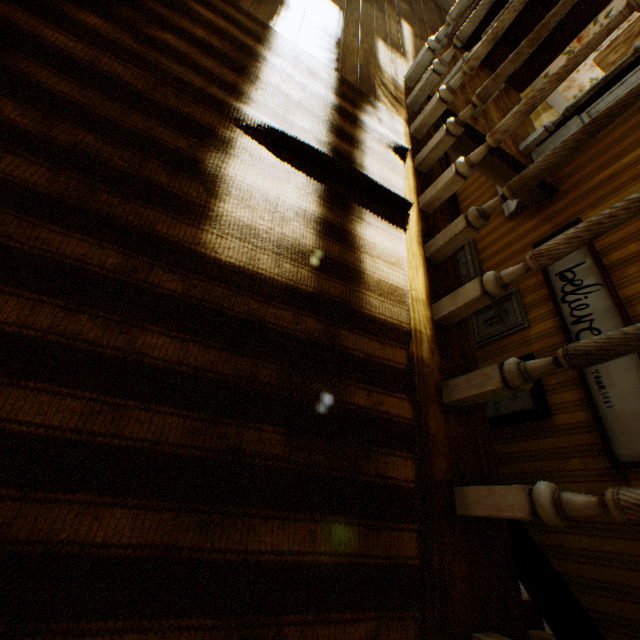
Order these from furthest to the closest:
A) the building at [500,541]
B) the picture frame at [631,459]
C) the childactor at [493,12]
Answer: the childactor at [493,12] → the picture frame at [631,459] → the building at [500,541]

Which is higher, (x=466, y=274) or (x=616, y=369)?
(x=616, y=369)

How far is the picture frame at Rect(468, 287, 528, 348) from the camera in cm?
308

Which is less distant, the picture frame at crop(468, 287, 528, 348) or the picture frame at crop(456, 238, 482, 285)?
the picture frame at crop(468, 287, 528, 348)

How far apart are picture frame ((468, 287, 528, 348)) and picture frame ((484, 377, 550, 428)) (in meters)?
0.25

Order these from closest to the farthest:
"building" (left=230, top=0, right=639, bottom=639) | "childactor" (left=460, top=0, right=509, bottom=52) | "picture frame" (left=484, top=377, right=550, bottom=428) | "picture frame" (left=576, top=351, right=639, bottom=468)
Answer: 1. "building" (left=230, top=0, right=639, bottom=639)
2. "picture frame" (left=576, top=351, right=639, bottom=468)
3. "picture frame" (left=484, top=377, right=550, bottom=428)
4. "childactor" (left=460, top=0, right=509, bottom=52)

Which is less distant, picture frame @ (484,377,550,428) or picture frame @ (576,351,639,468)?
picture frame @ (576,351,639,468)

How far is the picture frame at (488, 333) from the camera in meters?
3.1 m
